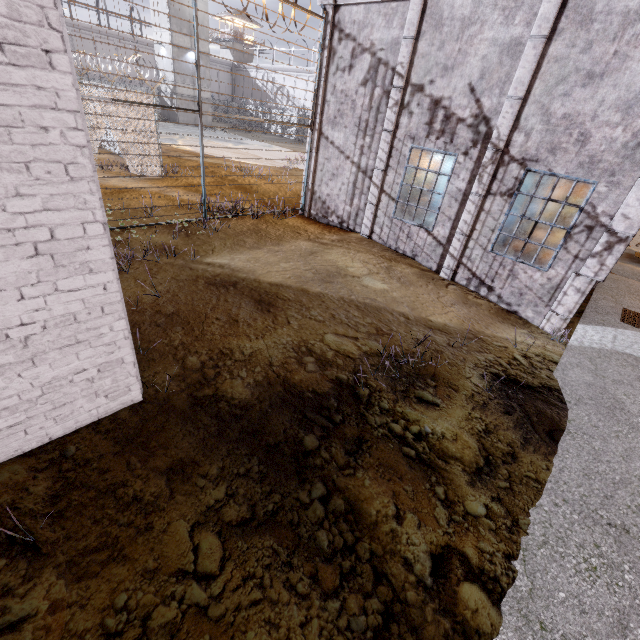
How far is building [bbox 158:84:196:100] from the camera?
33.56m

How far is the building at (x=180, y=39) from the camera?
31.2m

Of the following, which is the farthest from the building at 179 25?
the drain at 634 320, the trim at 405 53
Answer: the drain at 634 320

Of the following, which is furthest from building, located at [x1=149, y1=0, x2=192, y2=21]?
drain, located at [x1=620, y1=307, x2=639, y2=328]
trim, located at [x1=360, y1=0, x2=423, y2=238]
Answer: drain, located at [x1=620, y1=307, x2=639, y2=328]

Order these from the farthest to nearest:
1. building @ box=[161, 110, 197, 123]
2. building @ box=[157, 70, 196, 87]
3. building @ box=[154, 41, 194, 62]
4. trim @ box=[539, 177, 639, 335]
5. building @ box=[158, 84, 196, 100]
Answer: building @ box=[161, 110, 197, 123]
building @ box=[158, 84, 196, 100]
building @ box=[157, 70, 196, 87]
building @ box=[154, 41, 194, 62]
trim @ box=[539, 177, 639, 335]

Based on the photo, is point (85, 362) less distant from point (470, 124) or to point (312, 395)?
point (312, 395)
